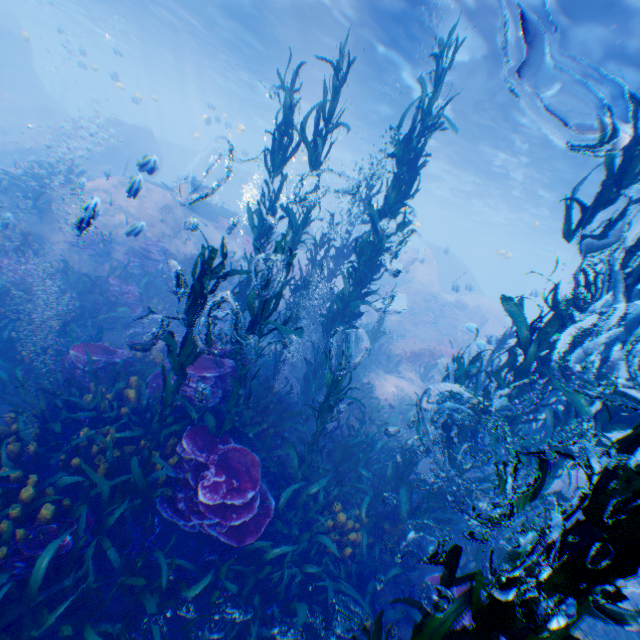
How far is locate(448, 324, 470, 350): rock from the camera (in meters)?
20.67

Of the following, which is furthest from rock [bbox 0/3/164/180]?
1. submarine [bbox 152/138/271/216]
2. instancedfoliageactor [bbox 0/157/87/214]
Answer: instancedfoliageactor [bbox 0/157/87/214]

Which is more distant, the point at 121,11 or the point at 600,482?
the point at 121,11

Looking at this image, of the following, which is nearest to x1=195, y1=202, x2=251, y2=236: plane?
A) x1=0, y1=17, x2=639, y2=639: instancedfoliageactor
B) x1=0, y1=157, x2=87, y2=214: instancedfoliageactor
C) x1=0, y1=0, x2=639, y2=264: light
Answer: x1=0, y1=17, x2=639, y2=639: instancedfoliageactor

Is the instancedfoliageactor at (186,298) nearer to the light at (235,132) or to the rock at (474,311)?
the rock at (474,311)

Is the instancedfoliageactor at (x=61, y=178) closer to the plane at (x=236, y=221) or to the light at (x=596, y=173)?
the plane at (x=236, y=221)

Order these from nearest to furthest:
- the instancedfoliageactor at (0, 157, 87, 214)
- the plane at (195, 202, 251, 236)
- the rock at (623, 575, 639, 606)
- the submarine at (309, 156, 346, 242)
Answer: the rock at (623, 575, 639, 606), the instancedfoliageactor at (0, 157, 87, 214), the plane at (195, 202, 251, 236), the submarine at (309, 156, 346, 242)
